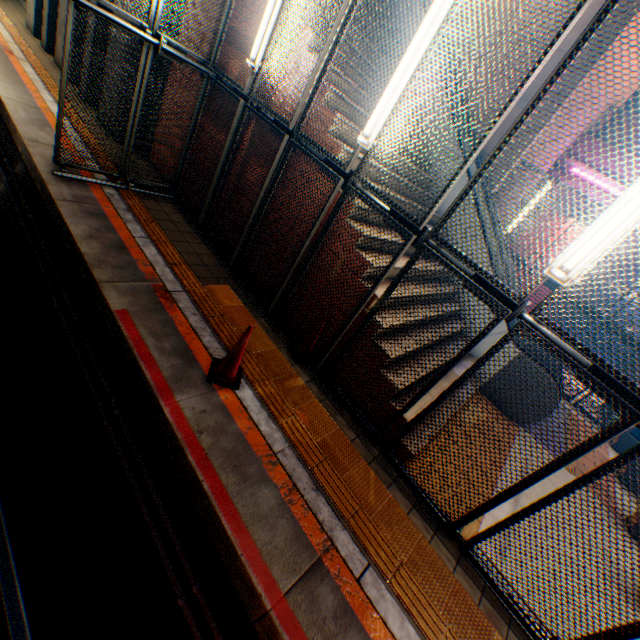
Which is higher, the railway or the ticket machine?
the ticket machine

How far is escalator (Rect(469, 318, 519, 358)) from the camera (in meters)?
6.98

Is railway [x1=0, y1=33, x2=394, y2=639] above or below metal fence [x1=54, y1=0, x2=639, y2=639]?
below

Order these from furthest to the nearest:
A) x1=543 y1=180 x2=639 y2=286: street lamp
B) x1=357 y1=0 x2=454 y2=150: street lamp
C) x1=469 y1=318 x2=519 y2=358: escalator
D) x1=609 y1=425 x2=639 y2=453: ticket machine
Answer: x1=609 y1=425 x2=639 y2=453: ticket machine, x1=469 y1=318 x2=519 y2=358: escalator, x1=357 y1=0 x2=454 y2=150: street lamp, x1=543 y1=180 x2=639 y2=286: street lamp

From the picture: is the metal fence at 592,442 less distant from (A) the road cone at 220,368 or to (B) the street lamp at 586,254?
(B) the street lamp at 586,254

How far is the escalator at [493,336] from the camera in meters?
7.0

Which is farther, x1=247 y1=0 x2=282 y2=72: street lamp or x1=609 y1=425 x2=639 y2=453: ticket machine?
x1=609 y1=425 x2=639 y2=453: ticket machine

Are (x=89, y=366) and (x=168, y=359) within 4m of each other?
yes
